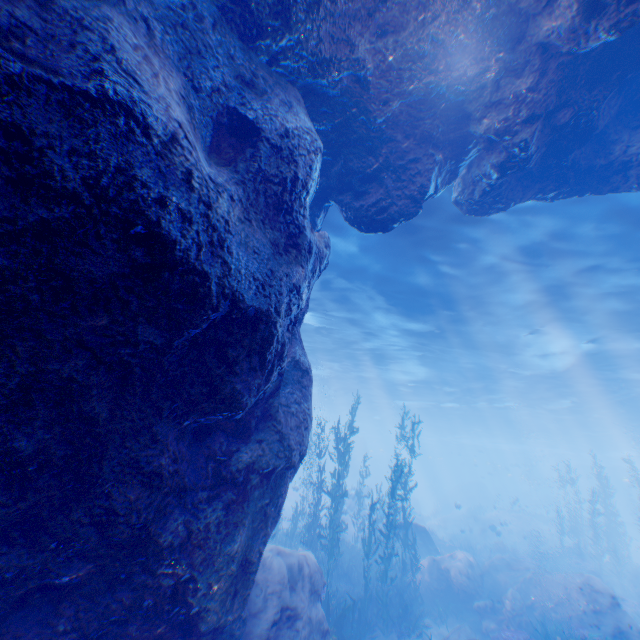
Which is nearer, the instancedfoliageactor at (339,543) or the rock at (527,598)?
the instancedfoliageactor at (339,543)

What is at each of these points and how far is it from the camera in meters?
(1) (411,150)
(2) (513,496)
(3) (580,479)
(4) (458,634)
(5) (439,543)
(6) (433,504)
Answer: (1) rock, 6.4 m
(2) submarine, 27.8 m
(3) submarine, 50.9 m
(4) rock, 11.0 m
(5) plane, 21.8 m
(6) rock, 45.9 m

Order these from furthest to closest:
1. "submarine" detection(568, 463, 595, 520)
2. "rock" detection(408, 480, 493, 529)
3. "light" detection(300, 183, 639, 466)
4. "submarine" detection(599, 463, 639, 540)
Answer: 1. "submarine" detection(568, 463, 595, 520)
2. "submarine" detection(599, 463, 639, 540)
3. "rock" detection(408, 480, 493, 529)
4. "light" detection(300, 183, 639, 466)

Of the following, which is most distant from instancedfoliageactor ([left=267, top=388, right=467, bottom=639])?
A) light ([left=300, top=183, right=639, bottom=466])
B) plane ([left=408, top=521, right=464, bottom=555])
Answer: light ([left=300, top=183, right=639, bottom=466])

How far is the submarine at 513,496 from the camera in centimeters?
3803cm

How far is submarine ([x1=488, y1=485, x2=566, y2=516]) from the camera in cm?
3803

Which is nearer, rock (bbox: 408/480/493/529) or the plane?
the plane

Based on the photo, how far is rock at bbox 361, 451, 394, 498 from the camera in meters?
44.4 m
